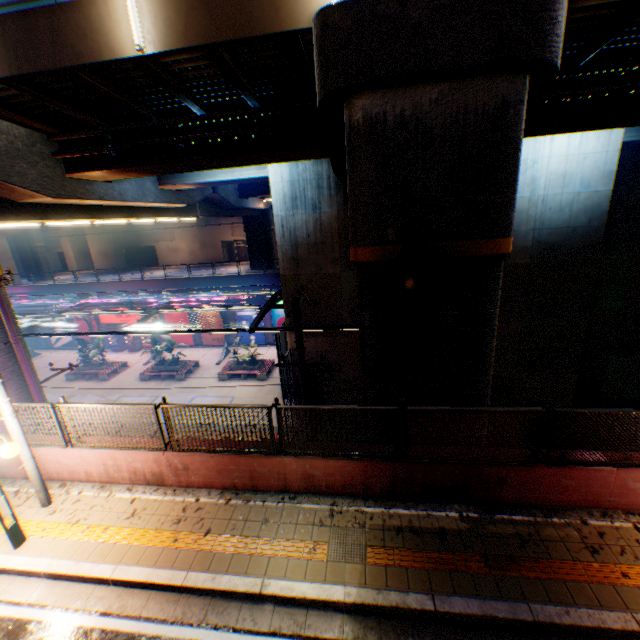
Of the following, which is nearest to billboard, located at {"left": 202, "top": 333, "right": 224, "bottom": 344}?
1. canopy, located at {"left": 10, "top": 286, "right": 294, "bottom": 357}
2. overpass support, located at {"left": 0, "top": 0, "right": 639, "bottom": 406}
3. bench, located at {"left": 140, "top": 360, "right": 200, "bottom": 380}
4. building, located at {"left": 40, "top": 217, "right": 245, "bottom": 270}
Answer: canopy, located at {"left": 10, "top": 286, "right": 294, "bottom": 357}

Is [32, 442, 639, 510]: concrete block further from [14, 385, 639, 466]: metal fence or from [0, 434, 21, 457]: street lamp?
[0, 434, 21, 457]: street lamp

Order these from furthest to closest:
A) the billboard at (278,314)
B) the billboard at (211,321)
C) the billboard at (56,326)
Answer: the billboard at (56,326) → the billboard at (211,321) → the billboard at (278,314)

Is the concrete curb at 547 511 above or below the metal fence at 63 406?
below

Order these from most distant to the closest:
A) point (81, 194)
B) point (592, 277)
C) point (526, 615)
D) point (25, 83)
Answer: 1. point (592, 277)
2. point (81, 194)
3. point (25, 83)
4. point (526, 615)

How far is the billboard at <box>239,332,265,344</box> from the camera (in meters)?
31.44

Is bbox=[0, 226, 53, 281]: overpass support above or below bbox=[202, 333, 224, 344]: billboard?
above
